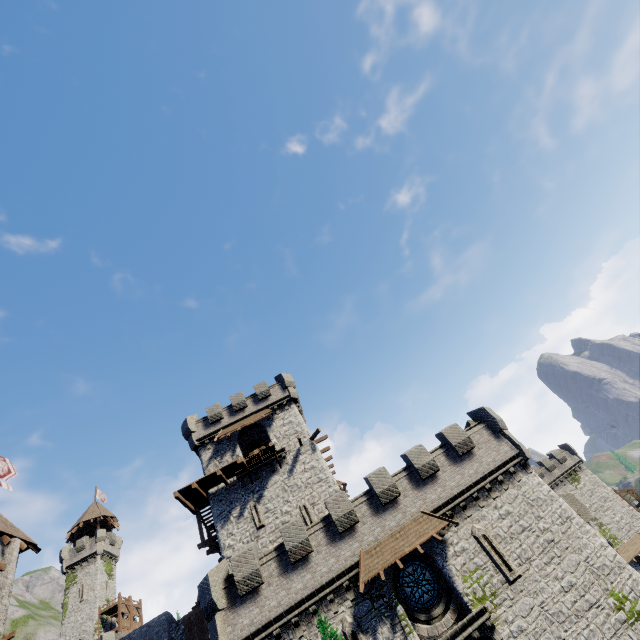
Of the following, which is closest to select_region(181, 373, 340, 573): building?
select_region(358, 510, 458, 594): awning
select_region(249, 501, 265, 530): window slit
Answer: select_region(249, 501, 265, 530): window slit

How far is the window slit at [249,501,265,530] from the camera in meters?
24.5

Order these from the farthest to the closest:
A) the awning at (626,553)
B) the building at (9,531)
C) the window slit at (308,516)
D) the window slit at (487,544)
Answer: the awning at (626,553) → the window slit at (308,516) → the building at (9,531) → the window slit at (487,544)

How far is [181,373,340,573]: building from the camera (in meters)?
24.55

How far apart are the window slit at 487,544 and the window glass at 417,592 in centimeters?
284cm

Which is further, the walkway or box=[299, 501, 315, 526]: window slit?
the walkway

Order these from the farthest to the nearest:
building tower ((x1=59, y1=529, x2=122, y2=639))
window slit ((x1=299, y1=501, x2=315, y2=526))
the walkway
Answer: building tower ((x1=59, y1=529, x2=122, y2=639)) < the walkway < window slit ((x1=299, y1=501, x2=315, y2=526))

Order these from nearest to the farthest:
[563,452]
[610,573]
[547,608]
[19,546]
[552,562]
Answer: [547,608] → [610,573] → [552,562] → [19,546] → [563,452]
